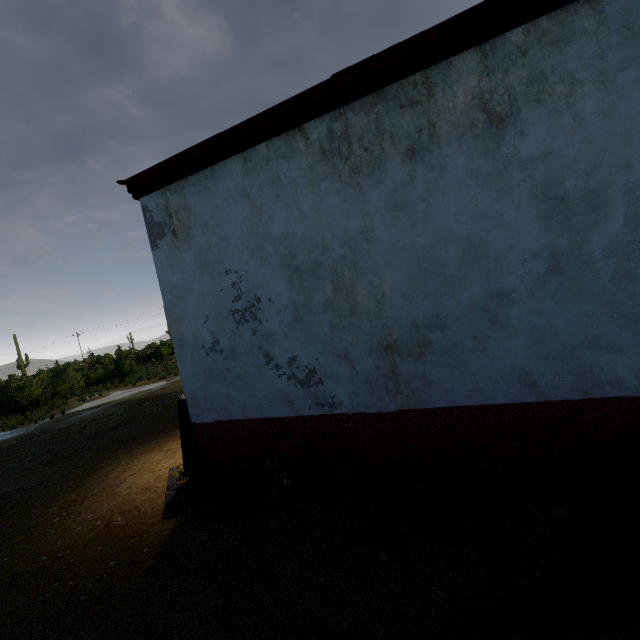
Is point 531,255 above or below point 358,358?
above

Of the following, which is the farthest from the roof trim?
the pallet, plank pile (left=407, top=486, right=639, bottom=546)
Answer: plank pile (left=407, top=486, right=639, bottom=546)

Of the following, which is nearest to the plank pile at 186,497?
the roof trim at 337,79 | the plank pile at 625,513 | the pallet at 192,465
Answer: the pallet at 192,465

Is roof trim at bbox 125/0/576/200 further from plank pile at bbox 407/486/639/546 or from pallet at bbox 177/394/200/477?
plank pile at bbox 407/486/639/546

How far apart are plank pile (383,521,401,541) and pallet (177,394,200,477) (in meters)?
2.92

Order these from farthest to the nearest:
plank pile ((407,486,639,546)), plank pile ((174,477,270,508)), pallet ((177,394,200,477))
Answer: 1. pallet ((177,394,200,477))
2. plank pile ((174,477,270,508))
3. plank pile ((407,486,639,546))

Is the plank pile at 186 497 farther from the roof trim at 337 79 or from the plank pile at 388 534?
the roof trim at 337 79

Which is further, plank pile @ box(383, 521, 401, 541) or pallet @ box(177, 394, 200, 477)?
pallet @ box(177, 394, 200, 477)
